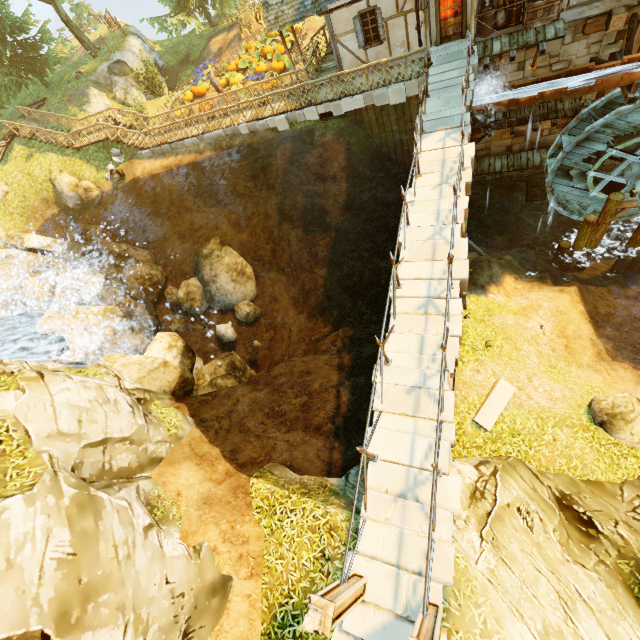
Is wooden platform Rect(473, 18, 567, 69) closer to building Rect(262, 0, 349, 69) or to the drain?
building Rect(262, 0, 349, 69)

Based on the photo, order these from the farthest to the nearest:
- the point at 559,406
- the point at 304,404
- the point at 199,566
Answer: the point at 304,404 → the point at 559,406 → the point at 199,566

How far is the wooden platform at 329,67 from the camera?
17.0 meters

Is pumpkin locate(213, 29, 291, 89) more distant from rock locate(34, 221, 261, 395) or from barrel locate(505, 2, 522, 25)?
barrel locate(505, 2, 522, 25)

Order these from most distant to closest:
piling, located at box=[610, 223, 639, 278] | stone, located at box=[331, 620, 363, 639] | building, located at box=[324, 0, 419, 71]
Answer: piling, located at box=[610, 223, 639, 278], building, located at box=[324, 0, 419, 71], stone, located at box=[331, 620, 363, 639]

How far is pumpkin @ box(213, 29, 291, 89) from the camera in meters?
21.0

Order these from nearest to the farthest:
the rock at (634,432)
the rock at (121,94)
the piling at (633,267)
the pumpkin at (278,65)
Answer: the rock at (634,432)
the piling at (633,267)
the pumpkin at (278,65)
the rock at (121,94)

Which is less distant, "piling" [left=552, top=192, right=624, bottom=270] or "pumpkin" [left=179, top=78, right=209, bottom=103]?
"piling" [left=552, top=192, right=624, bottom=270]
